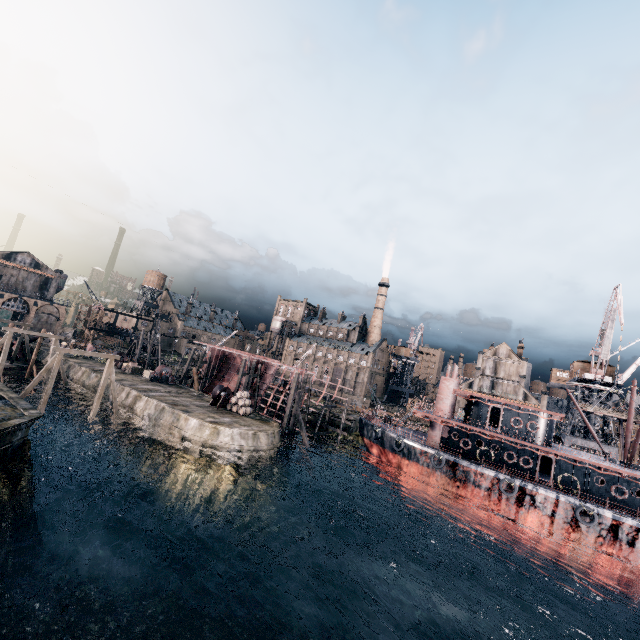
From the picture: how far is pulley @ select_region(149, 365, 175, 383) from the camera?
47.4 meters

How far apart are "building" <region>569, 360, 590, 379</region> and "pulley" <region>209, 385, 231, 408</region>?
51.9m

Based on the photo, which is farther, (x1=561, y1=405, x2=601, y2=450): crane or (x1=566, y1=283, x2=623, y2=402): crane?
(x1=561, y1=405, x2=601, y2=450): crane

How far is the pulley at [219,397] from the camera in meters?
39.4 m

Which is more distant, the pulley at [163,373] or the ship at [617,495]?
the pulley at [163,373]

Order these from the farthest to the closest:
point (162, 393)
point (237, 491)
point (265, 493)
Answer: point (162, 393)
point (265, 493)
point (237, 491)

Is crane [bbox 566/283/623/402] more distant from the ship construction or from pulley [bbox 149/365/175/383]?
pulley [bbox 149/365/175/383]

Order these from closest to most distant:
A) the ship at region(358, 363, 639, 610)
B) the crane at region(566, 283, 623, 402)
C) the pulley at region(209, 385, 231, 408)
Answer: the ship at region(358, 363, 639, 610) → the pulley at region(209, 385, 231, 408) → the crane at region(566, 283, 623, 402)
